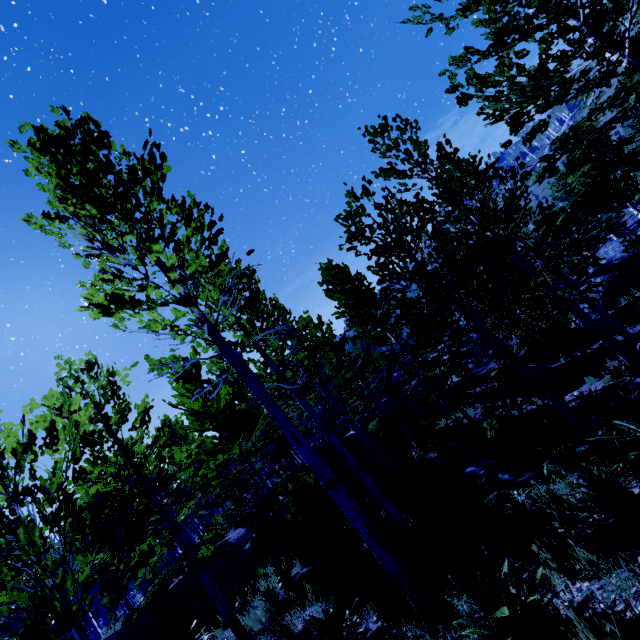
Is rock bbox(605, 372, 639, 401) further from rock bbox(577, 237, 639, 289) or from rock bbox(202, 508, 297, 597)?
rock bbox(577, 237, 639, 289)

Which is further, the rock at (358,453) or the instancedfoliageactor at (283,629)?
the rock at (358,453)

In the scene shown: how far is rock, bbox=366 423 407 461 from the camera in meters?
19.6 m

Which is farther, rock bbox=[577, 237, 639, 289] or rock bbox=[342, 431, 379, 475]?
rock bbox=[577, 237, 639, 289]

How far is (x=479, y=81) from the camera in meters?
5.0 m

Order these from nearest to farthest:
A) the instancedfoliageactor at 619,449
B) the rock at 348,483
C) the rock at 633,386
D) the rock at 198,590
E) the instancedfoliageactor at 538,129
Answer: the instancedfoliageactor at 619,449, the instancedfoliageactor at 538,129, the rock at 633,386, the rock at 198,590, the rock at 348,483

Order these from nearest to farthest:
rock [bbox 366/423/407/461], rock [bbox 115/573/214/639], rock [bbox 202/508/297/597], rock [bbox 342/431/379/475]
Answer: rock [bbox 115/573/214/639], rock [bbox 202/508/297/597], rock [bbox 342/431/379/475], rock [bbox 366/423/407/461]

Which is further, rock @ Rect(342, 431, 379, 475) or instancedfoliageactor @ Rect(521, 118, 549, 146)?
rock @ Rect(342, 431, 379, 475)
